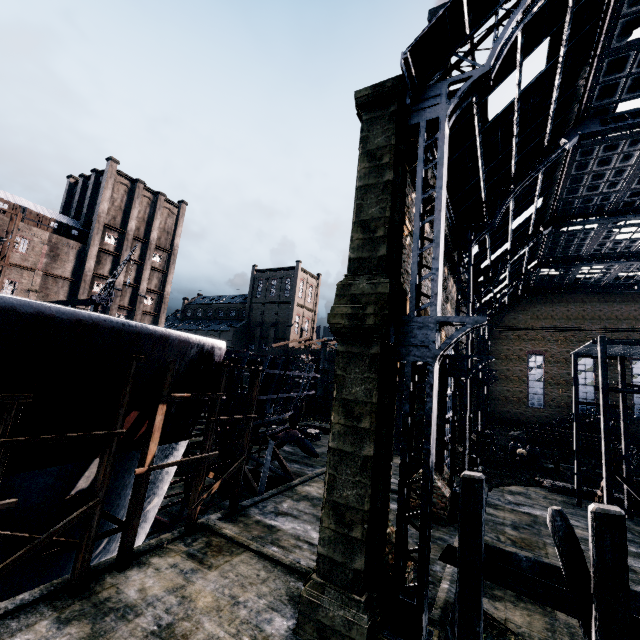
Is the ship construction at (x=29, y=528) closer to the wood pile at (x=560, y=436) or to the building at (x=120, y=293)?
the wood pile at (x=560, y=436)

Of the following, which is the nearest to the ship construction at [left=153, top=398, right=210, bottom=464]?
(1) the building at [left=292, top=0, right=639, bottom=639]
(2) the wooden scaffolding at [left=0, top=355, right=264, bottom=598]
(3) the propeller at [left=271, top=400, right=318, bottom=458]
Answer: (2) the wooden scaffolding at [left=0, top=355, right=264, bottom=598]

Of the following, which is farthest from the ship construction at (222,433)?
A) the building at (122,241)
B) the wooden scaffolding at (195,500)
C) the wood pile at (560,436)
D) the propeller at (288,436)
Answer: the building at (122,241)

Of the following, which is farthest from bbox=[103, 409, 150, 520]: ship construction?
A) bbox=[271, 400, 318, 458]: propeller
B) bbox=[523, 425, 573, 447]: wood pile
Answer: bbox=[523, 425, 573, 447]: wood pile

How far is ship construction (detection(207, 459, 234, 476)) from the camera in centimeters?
1906cm

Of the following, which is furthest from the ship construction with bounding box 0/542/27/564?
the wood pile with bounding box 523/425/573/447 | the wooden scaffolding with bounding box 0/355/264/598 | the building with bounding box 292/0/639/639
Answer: the building with bounding box 292/0/639/639

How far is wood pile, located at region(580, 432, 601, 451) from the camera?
37.3 meters

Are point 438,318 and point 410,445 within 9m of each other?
yes
